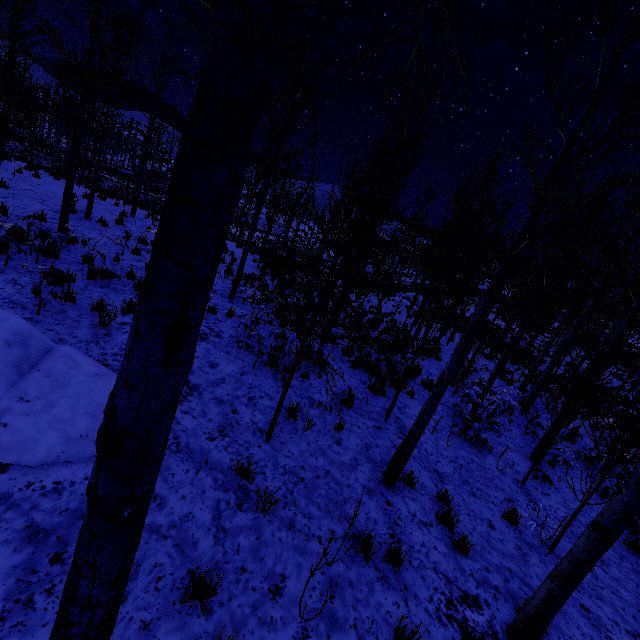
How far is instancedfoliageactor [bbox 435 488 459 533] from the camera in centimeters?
507cm

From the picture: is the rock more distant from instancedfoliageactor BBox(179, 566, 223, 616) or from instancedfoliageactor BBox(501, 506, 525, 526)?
instancedfoliageactor BBox(179, 566, 223, 616)

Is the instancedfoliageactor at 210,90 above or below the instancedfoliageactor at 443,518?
above

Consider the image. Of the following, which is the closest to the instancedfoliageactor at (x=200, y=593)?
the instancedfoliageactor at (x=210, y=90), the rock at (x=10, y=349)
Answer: the instancedfoliageactor at (x=210, y=90)

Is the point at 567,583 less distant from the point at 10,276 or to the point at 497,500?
the point at 497,500
